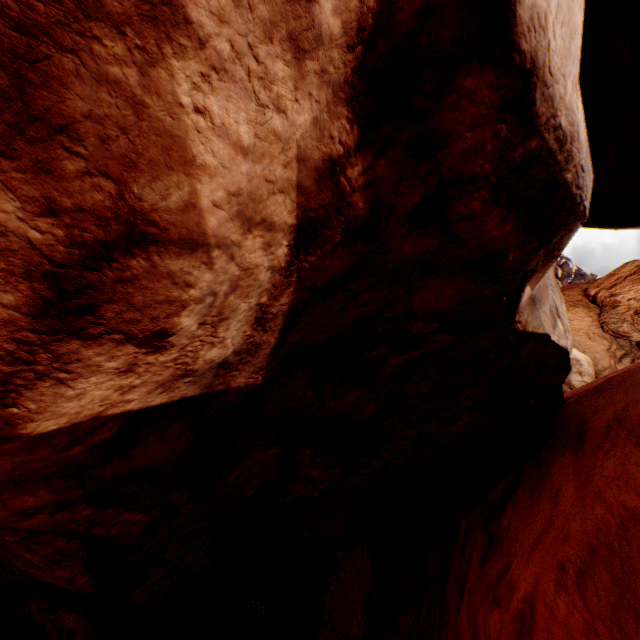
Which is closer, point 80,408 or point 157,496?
point 80,408
